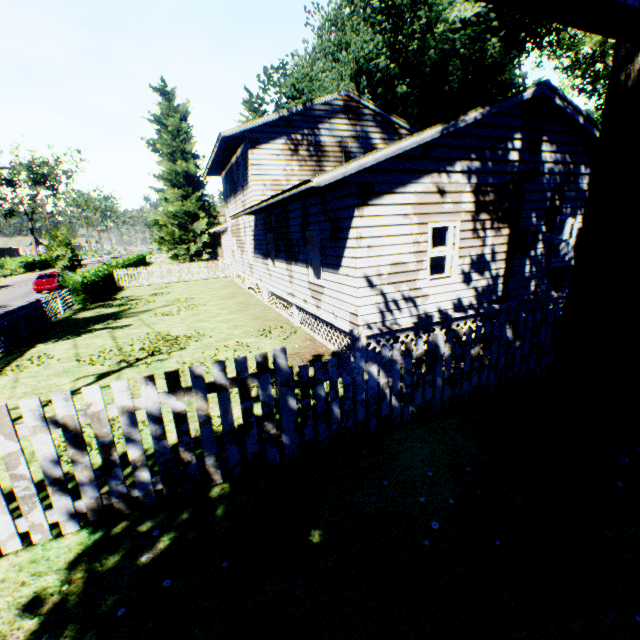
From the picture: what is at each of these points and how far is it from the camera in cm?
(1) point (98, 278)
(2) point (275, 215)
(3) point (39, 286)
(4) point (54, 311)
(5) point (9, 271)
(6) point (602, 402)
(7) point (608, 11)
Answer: (1) hedge, 2289
(2) house, 1287
(3) car, 2570
(4) fence, 1658
(5) hedge, 4572
(6) plant, 464
(7) house, 132

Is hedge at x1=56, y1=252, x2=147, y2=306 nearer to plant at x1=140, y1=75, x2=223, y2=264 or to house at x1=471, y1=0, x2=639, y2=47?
plant at x1=140, y1=75, x2=223, y2=264

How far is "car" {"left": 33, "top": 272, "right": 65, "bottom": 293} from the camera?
25.7 meters

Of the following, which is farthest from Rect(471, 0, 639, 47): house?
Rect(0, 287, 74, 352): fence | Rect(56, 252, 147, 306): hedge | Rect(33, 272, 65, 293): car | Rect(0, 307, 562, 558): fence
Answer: Rect(33, 272, 65, 293): car

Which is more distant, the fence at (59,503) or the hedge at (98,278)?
the hedge at (98,278)

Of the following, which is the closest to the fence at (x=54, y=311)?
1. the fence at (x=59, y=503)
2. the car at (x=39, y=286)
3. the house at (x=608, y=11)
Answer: Result: the fence at (x=59, y=503)

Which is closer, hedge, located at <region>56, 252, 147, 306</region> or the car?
hedge, located at <region>56, 252, 147, 306</region>

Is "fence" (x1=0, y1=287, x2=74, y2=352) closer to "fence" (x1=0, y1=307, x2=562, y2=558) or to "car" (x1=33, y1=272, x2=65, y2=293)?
"fence" (x1=0, y1=307, x2=562, y2=558)
